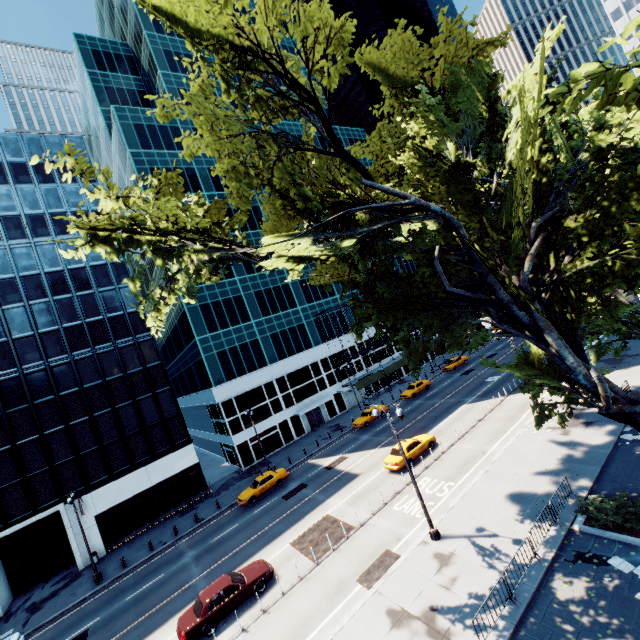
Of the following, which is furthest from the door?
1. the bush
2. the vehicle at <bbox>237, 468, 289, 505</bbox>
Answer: the bush

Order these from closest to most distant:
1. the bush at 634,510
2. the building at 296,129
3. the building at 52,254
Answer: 1. the bush at 634,510
2. the building at 52,254
3. the building at 296,129

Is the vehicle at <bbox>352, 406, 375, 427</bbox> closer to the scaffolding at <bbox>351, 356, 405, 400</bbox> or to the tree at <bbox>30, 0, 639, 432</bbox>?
the scaffolding at <bbox>351, 356, 405, 400</bbox>

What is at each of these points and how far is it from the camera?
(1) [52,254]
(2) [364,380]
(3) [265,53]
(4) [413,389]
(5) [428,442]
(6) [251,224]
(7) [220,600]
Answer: (1) building, 34.53m
(2) scaffolding, 48.09m
(3) tree, 11.23m
(4) vehicle, 44.00m
(5) vehicle, 26.98m
(6) building, 49.31m
(7) vehicle, 16.94m

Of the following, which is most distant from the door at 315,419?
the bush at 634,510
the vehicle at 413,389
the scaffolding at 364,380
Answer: the bush at 634,510

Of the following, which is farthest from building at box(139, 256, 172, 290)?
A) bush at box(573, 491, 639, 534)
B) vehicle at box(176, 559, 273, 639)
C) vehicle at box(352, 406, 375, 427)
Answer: bush at box(573, 491, 639, 534)

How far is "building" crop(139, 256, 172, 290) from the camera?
43.9 meters

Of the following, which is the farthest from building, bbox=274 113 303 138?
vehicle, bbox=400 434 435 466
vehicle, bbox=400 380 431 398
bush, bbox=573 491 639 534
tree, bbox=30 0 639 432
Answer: bush, bbox=573 491 639 534
